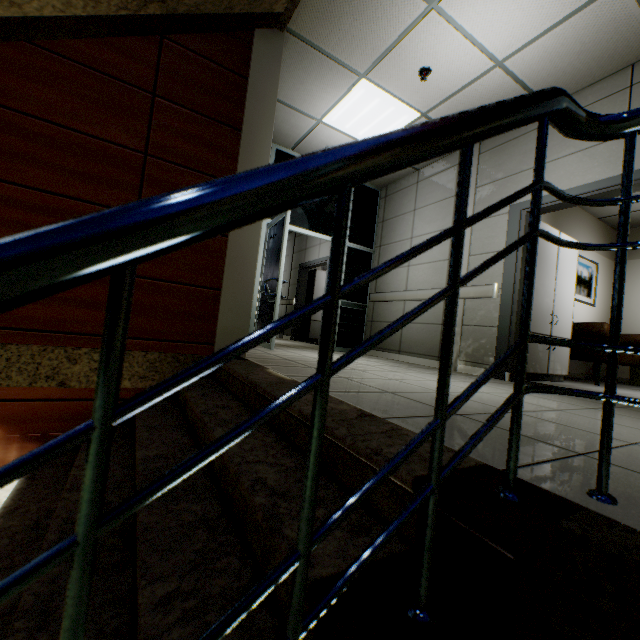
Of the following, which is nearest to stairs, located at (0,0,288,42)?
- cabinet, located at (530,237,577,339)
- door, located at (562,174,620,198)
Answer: door, located at (562,174,620,198)

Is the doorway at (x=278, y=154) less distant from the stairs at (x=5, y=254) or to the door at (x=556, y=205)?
the stairs at (x=5, y=254)

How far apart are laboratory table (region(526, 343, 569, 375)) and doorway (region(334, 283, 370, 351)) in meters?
2.7 m

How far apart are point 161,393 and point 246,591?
0.75m

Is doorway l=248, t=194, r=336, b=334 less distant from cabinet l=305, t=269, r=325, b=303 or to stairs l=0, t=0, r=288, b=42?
stairs l=0, t=0, r=288, b=42

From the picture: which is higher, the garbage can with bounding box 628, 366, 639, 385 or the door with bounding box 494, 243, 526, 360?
the door with bounding box 494, 243, 526, 360

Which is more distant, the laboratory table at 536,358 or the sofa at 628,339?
the sofa at 628,339

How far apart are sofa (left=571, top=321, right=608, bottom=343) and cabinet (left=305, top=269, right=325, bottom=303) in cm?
530
